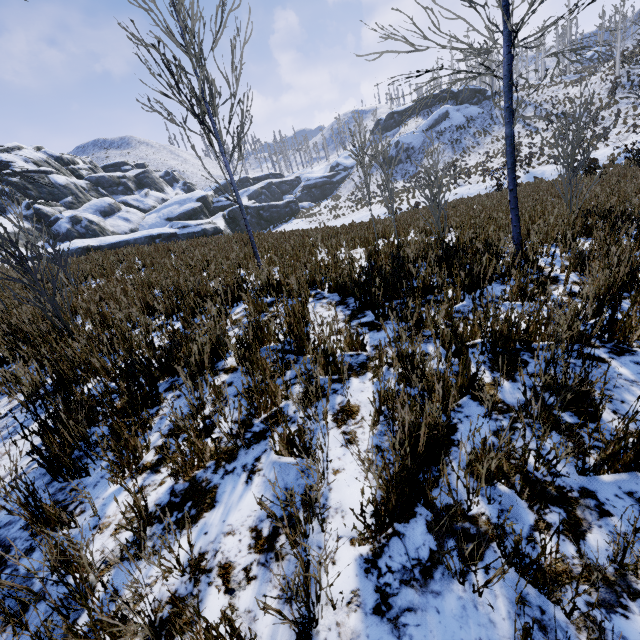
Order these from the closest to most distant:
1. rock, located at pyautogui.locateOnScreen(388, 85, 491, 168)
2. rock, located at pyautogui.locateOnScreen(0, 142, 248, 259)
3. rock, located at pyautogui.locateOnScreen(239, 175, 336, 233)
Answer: rock, located at pyautogui.locateOnScreen(0, 142, 248, 259), rock, located at pyautogui.locateOnScreen(388, 85, 491, 168), rock, located at pyautogui.locateOnScreen(239, 175, 336, 233)

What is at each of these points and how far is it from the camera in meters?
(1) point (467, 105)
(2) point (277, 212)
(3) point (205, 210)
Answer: (1) rock, 47.2 m
(2) rock, 48.7 m
(3) rock, 47.0 m

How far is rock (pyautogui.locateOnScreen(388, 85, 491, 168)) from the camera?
45.6 meters

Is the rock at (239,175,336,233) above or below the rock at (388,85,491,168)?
below

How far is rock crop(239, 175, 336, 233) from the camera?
46.3m

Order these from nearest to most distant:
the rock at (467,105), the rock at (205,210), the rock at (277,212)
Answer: the rock at (205,210) → the rock at (467,105) → the rock at (277,212)

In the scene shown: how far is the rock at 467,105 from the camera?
45.6 meters

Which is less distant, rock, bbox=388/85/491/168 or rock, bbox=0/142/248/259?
rock, bbox=0/142/248/259
